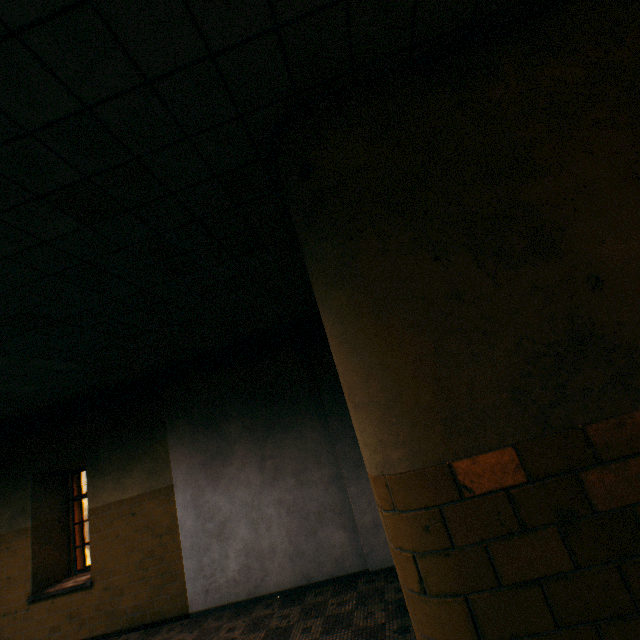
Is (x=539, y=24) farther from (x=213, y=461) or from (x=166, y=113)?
(x=213, y=461)
